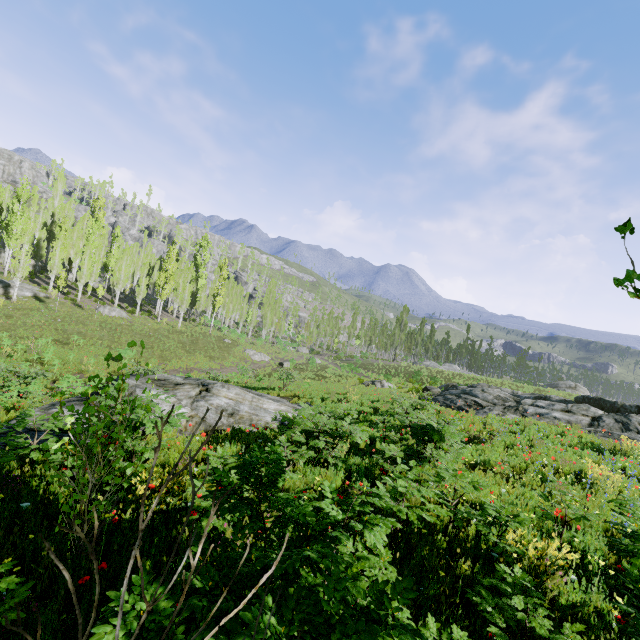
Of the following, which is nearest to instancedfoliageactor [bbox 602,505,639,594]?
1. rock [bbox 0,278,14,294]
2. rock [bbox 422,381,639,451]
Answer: rock [bbox 422,381,639,451]

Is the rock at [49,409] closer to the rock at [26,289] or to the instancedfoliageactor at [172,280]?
the instancedfoliageactor at [172,280]

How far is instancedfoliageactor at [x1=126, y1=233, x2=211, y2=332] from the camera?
44.0 meters

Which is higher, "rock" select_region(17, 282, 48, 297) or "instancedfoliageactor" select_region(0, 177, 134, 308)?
"instancedfoliageactor" select_region(0, 177, 134, 308)

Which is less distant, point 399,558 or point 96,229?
point 399,558

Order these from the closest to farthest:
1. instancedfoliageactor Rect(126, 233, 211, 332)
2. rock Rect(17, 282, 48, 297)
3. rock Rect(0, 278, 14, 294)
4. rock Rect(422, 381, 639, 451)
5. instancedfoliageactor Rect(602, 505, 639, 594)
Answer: instancedfoliageactor Rect(602, 505, 639, 594) < rock Rect(422, 381, 639, 451) < rock Rect(0, 278, 14, 294) < rock Rect(17, 282, 48, 297) < instancedfoliageactor Rect(126, 233, 211, 332)

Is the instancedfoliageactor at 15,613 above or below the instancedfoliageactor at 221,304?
below
